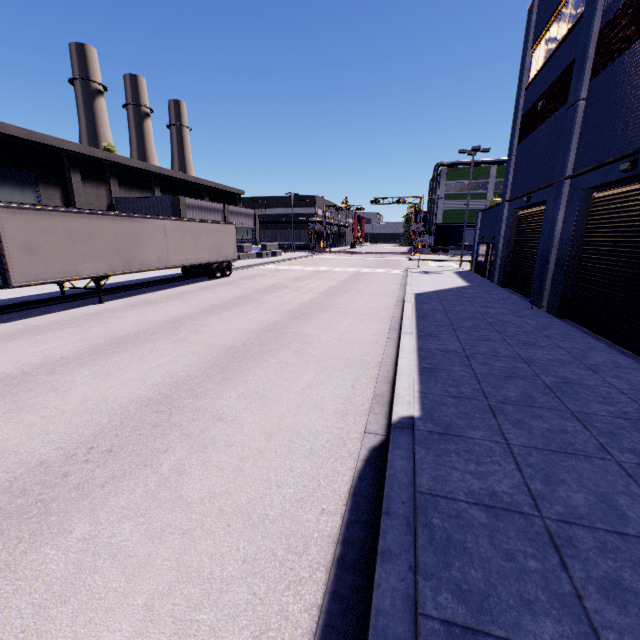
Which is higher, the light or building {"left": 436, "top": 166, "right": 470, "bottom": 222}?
building {"left": 436, "top": 166, "right": 470, "bottom": 222}

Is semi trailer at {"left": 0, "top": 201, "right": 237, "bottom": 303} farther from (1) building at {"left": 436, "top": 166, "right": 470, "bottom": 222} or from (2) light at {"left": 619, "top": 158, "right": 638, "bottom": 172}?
(2) light at {"left": 619, "top": 158, "right": 638, "bottom": 172}

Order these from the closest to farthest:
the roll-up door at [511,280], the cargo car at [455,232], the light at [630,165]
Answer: the light at [630,165]
the roll-up door at [511,280]
the cargo car at [455,232]

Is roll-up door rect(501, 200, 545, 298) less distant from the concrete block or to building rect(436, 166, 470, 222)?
building rect(436, 166, 470, 222)

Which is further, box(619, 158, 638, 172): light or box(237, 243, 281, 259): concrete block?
box(237, 243, 281, 259): concrete block

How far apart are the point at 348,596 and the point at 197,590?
1.32m

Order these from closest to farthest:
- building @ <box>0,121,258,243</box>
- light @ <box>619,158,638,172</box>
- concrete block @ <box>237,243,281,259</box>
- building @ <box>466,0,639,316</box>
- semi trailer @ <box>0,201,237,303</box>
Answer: light @ <box>619,158,638,172</box> < building @ <box>466,0,639,316</box> < semi trailer @ <box>0,201,237,303</box> < building @ <box>0,121,258,243</box> < concrete block @ <box>237,243,281,259</box>

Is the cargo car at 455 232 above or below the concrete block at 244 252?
above
